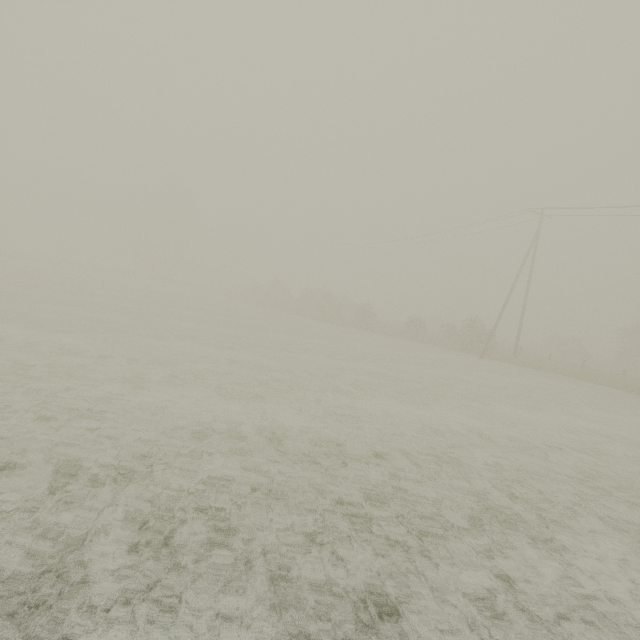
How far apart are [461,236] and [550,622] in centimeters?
3458cm
